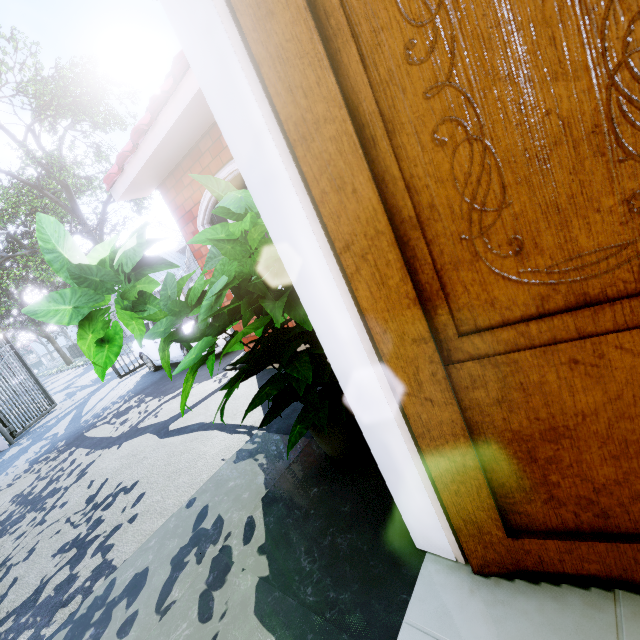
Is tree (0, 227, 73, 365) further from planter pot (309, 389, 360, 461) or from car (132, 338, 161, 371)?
planter pot (309, 389, 360, 461)

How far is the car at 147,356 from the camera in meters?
8.4

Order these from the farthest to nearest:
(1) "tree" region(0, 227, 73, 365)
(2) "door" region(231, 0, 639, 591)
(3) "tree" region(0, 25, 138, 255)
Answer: (1) "tree" region(0, 227, 73, 365) → (3) "tree" region(0, 25, 138, 255) → (2) "door" region(231, 0, 639, 591)

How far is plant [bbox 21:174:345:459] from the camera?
1.4m

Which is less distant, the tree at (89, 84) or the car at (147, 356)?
the car at (147, 356)

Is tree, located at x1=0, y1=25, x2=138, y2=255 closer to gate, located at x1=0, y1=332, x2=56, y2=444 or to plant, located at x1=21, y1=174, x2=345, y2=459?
gate, located at x1=0, y1=332, x2=56, y2=444

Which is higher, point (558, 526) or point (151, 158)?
point (151, 158)

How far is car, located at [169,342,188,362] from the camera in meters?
7.5 m
